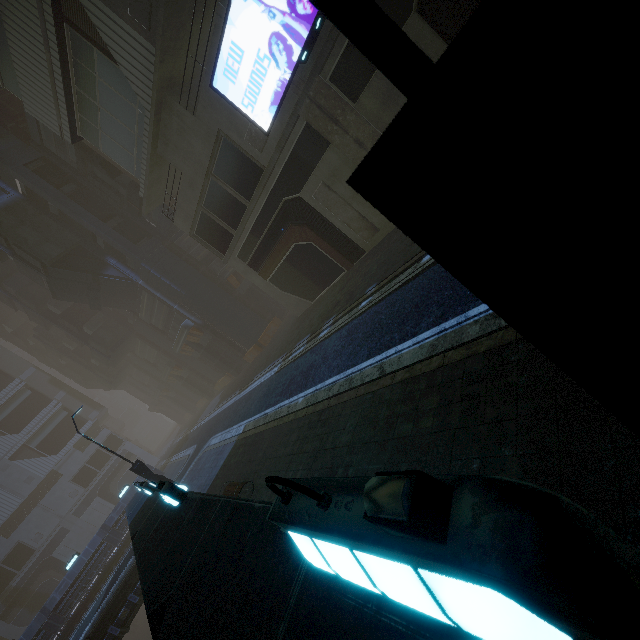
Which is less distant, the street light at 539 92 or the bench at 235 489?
the street light at 539 92

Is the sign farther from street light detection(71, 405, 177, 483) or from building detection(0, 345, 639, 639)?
street light detection(71, 405, 177, 483)

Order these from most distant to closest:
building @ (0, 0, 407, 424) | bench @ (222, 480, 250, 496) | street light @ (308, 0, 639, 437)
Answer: building @ (0, 0, 407, 424) < bench @ (222, 480, 250, 496) < street light @ (308, 0, 639, 437)

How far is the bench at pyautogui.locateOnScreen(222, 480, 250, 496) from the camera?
8.5m

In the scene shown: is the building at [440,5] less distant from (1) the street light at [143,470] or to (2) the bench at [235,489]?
(2) the bench at [235,489]

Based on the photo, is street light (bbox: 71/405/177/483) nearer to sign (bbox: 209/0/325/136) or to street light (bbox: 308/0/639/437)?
street light (bbox: 308/0/639/437)

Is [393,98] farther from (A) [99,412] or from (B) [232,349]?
(A) [99,412]

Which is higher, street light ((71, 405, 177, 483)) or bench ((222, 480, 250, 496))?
street light ((71, 405, 177, 483))
